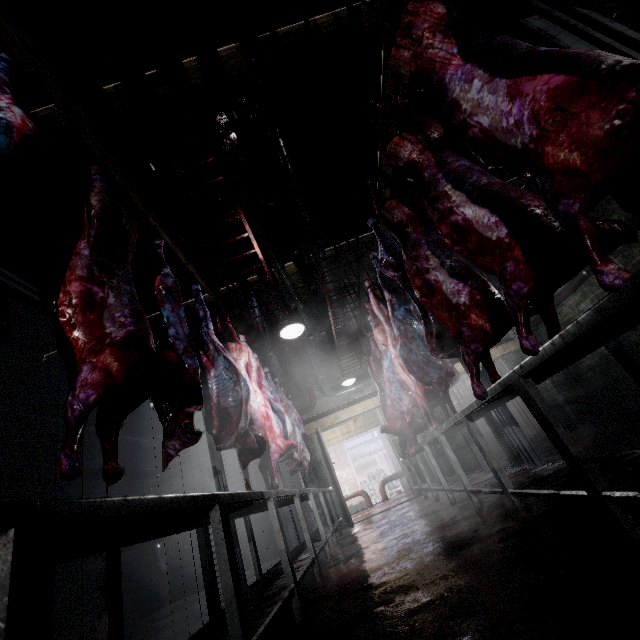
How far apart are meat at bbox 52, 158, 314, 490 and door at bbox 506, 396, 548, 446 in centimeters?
655cm

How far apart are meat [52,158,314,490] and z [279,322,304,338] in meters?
1.5 m

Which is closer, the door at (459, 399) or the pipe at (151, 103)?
the pipe at (151, 103)

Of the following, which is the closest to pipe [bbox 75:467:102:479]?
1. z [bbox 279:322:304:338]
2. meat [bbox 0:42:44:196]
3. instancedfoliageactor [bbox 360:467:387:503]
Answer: meat [bbox 0:42:44:196]

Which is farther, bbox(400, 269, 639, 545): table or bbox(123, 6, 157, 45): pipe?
bbox(123, 6, 157, 45): pipe

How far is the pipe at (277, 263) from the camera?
4.0 meters

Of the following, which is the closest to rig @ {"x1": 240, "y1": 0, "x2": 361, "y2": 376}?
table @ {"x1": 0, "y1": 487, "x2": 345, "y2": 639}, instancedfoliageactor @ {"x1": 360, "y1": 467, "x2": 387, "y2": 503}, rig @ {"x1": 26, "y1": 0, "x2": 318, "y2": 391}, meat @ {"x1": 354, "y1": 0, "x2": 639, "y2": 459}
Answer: meat @ {"x1": 354, "y1": 0, "x2": 639, "y2": 459}

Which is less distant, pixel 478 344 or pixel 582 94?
pixel 582 94
